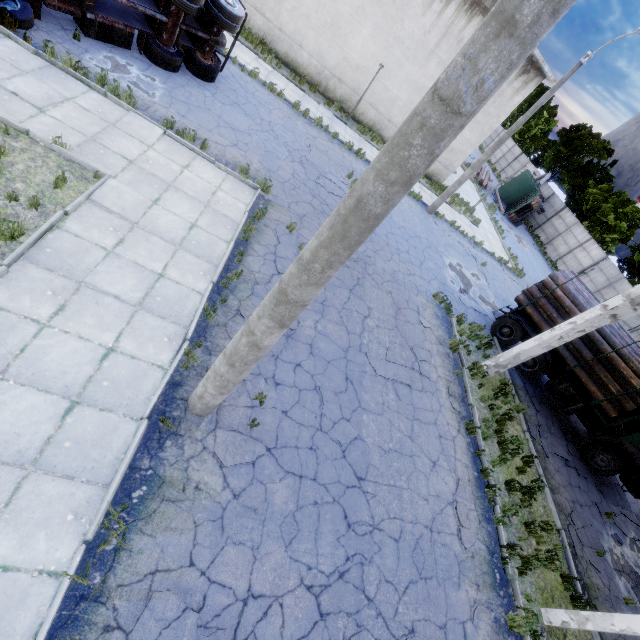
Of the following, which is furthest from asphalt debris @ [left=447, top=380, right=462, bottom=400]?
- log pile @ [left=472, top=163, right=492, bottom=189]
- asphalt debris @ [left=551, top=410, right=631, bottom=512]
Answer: log pile @ [left=472, top=163, right=492, bottom=189]

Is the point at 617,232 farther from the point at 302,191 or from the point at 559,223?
the point at 302,191

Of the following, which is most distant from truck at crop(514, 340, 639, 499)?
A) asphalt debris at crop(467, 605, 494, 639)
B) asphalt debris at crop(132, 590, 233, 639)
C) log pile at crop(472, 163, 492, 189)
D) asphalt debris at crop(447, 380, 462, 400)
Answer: log pile at crop(472, 163, 492, 189)

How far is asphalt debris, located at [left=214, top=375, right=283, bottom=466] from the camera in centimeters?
565cm

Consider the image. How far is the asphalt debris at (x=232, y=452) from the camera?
5.7m

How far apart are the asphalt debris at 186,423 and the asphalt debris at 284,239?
4.5 meters

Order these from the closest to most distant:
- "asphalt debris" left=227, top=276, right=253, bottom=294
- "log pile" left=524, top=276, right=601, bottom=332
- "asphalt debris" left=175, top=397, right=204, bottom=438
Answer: "asphalt debris" left=175, top=397, right=204, bottom=438 → "asphalt debris" left=227, top=276, right=253, bottom=294 → "log pile" left=524, top=276, right=601, bottom=332

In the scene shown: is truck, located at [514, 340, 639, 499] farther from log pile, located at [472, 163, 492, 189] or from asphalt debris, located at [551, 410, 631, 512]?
log pile, located at [472, 163, 492, 189]
